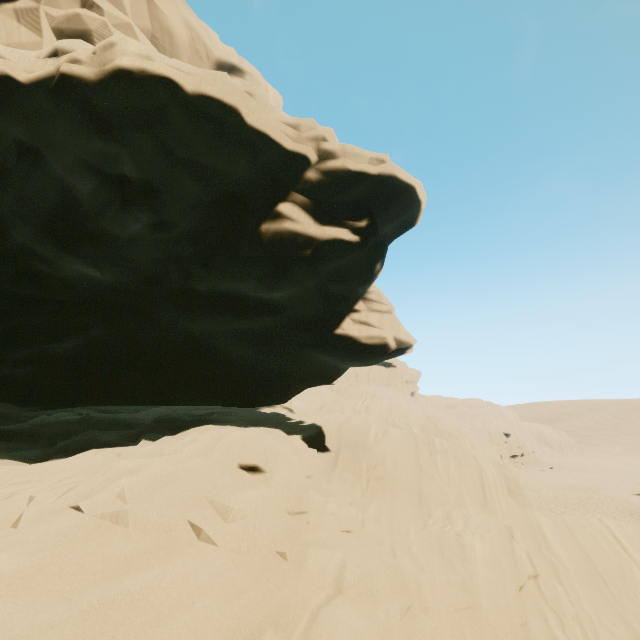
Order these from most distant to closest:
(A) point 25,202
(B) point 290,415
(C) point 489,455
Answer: (C) point 489,455
(B) point 290,415
(A) point 25,202
